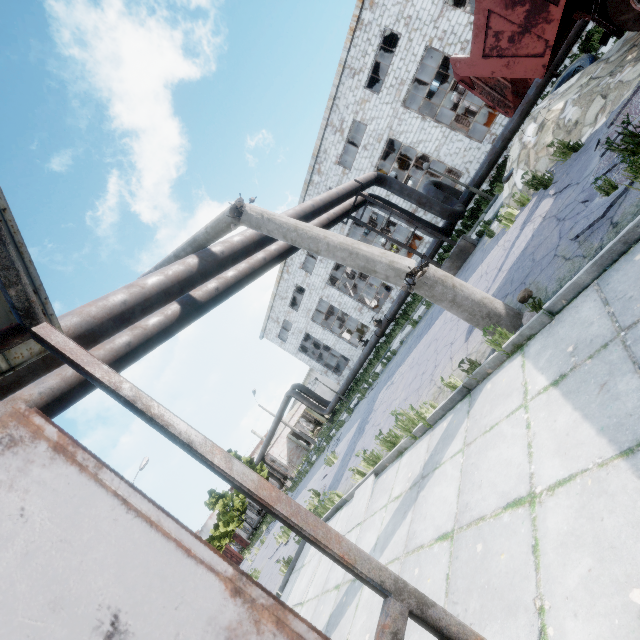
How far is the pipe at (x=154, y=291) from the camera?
4.5 meters

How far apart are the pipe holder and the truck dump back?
4.5m

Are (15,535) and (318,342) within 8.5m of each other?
no

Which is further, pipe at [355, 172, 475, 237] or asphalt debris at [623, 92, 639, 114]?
pipe at [355, 172, 475, 237]

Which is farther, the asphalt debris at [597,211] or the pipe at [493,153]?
the pipe at [493,153]

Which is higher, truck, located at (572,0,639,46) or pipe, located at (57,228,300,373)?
pipe, located at (57,228,300,373)

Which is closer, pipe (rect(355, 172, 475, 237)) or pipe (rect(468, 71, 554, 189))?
pipe (rect(468, 71, 554, 189))

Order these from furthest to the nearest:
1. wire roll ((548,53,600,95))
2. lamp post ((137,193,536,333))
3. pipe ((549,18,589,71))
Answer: pipe ((549,18,589,71)), wire roll ((548,53,600,95)), lamp post ((137,193,536,333))
